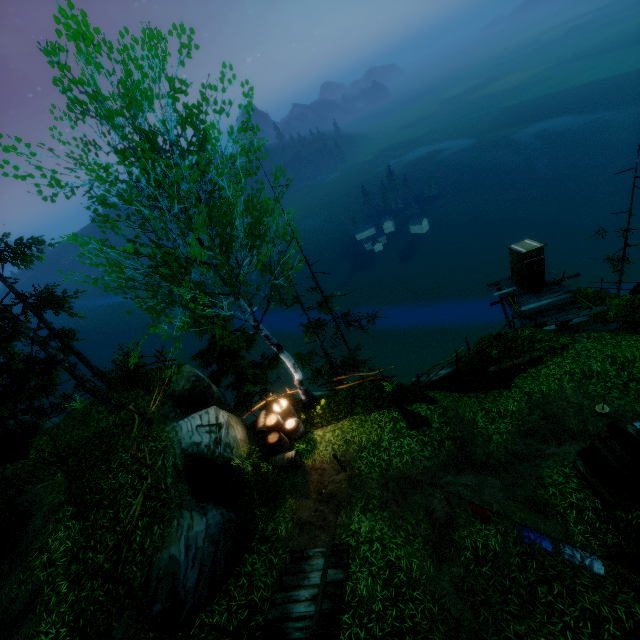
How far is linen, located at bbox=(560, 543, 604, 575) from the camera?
6.4m

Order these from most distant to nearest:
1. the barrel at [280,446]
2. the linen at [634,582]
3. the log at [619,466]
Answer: the barrel at [280,446] → the log at [619,466] → the linen at [634,582]

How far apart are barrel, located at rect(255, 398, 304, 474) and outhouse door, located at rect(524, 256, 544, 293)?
14.1 meters

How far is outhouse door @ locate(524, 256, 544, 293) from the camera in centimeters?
1689cm

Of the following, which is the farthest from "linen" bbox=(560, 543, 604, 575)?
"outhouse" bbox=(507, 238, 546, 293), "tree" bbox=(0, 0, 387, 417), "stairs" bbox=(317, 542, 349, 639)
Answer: "tree" bbox=(0, 0, 387, 417)

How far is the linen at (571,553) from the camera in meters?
6.4

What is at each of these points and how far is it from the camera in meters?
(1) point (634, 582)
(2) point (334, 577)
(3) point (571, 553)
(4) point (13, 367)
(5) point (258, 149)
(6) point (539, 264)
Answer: (1) linen, 6.2 m
(2) stairs, 8.0 m
(3) linen, 6.8 m
(4) tree, 18.3 m
(5) tree, 8.7 m
(6) outhouse door, 17.0 m

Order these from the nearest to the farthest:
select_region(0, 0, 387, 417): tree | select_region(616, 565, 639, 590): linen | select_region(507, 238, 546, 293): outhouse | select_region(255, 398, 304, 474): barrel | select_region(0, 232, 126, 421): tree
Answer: select_region(616, 565, 639, 590): linen, select_region(0, 0, 387, 417): tree, select_region(0, 232, 126, 421): tree, select_region(255, 398, 304, 474): barrel, select_region(507, 238, 546, 293): outhouse
